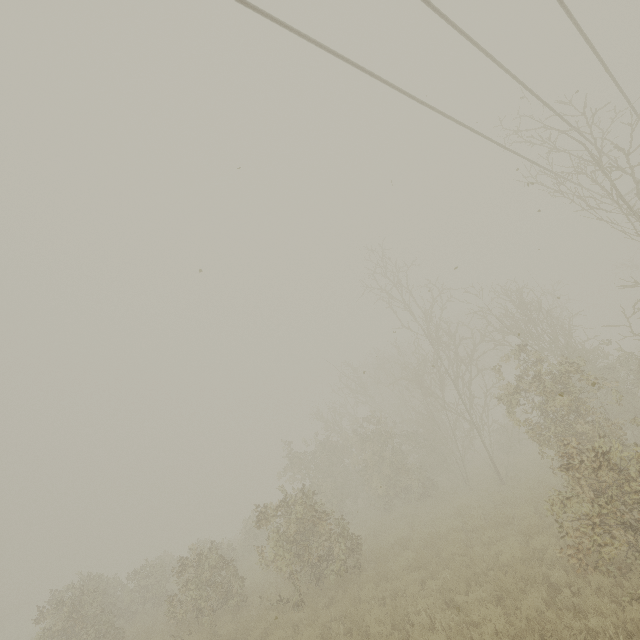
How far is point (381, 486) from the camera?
9.35m
